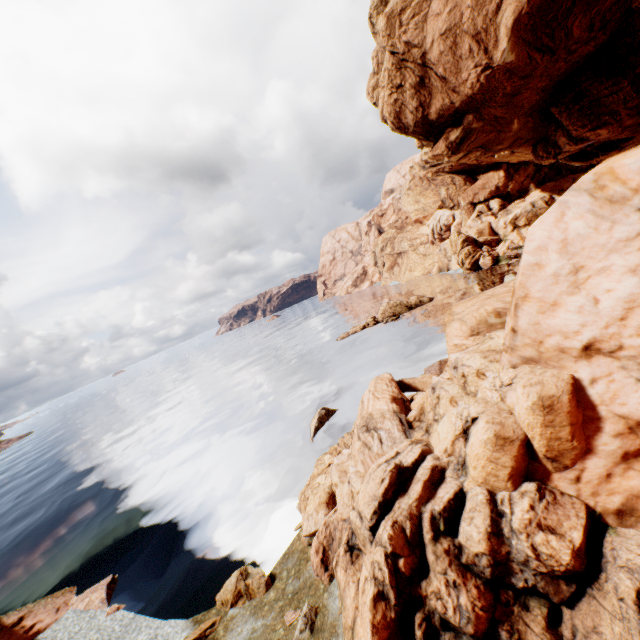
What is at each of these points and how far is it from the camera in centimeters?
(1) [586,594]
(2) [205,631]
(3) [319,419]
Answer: (1) rock, 712cm
(2) rock, 1245cm
(3) rock, 2619cm

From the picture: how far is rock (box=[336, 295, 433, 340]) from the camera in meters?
51.9 m

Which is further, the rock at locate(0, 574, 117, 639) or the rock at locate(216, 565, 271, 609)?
the rock at locate(0, 574, 117, 639)

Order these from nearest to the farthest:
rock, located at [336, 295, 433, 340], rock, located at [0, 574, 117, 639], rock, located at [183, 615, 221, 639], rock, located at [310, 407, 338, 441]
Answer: rock, located at [183, 615, 221, 639], rock, located at [0, 574, 117, 639], rock, located at [310, 407, 338, 441], rock, located at [336, 295, 433, 340]

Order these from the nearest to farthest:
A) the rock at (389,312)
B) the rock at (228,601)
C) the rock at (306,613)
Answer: the rock at (306,613)
the rock at (228,601)
the rock at (389,312)

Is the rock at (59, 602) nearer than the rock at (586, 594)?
No

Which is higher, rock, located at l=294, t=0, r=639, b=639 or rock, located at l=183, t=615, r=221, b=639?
rock, located at l=294, t=0, r=639, b=639
